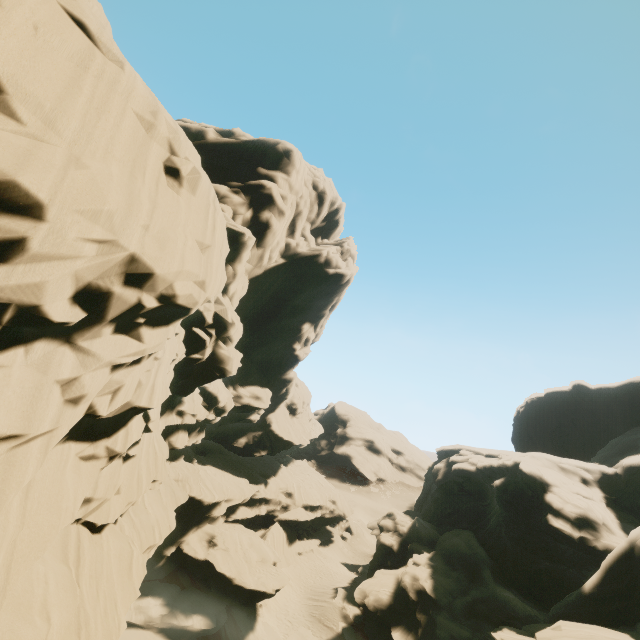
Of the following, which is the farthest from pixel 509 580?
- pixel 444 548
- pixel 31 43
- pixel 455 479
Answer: pixel 31 43

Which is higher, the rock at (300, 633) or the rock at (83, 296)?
the rock at (83, 296)

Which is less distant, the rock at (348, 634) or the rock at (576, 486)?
the rock at (576, 486)

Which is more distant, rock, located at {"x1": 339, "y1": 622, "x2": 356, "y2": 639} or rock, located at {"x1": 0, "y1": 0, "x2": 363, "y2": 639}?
rock, located at {"x1": 339, "y1": 622, "x2": 356, "y2": 639}

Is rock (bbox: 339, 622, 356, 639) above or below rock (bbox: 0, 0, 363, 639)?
below

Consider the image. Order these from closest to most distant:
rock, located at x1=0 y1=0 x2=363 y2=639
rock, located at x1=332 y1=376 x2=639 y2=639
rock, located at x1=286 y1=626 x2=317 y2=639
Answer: rock, located at x1=0 y1=0 x2=363 y2=639, rock, located at x1=332 y1=376 x2=639 y2=639, rock, located at x1=286 y1=626 x2=317 y2=639
